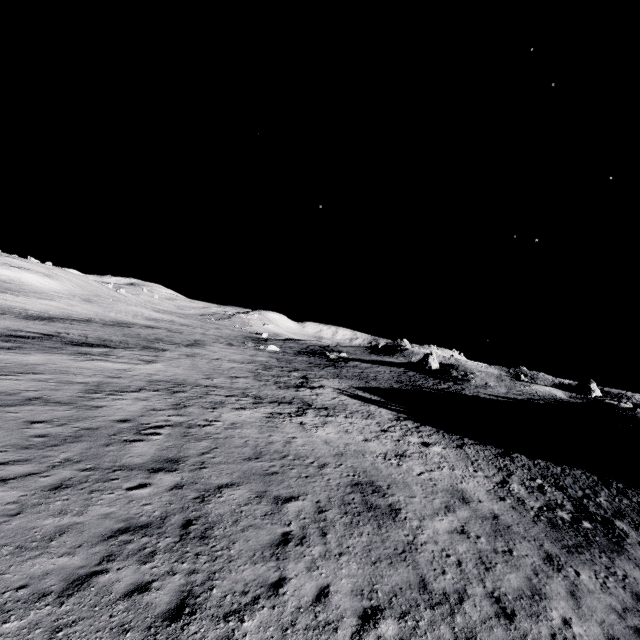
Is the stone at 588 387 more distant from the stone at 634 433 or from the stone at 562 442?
the stone at 562 442

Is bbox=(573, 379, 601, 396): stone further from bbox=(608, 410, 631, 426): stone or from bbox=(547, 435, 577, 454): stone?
bbox=(547, 435, 577, 454): stone

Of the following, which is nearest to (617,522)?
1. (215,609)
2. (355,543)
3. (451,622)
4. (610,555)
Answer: (610,555)

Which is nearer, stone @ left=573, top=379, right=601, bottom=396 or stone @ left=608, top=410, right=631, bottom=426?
stone @ left=608, top=410, right=631, bottom=426

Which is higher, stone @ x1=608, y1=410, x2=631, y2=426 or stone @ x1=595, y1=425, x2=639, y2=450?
stone @ x1=608, y1=410, x2=631, y2=426

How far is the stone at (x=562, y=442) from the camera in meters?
24.6

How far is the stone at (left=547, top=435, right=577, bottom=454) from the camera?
24.63m
